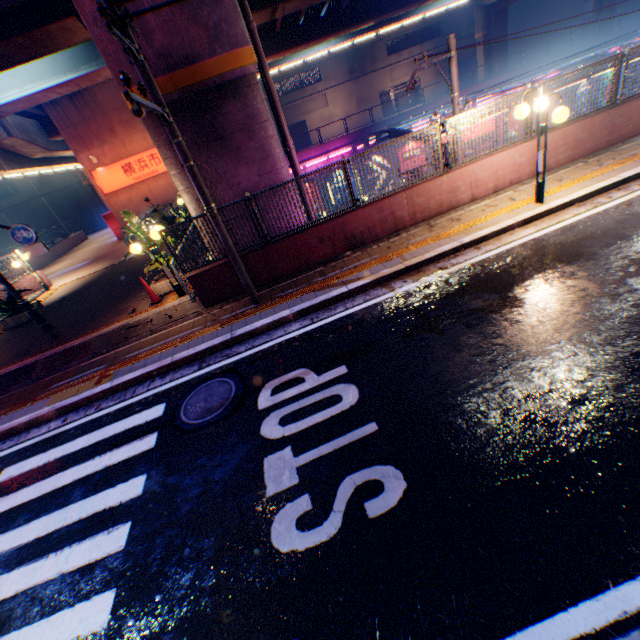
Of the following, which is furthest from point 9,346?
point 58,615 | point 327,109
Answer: point 327,109

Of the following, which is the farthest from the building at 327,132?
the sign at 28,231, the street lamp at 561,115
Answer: the street lamp at 561,115

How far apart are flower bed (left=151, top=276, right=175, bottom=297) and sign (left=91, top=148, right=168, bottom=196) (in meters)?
15.85

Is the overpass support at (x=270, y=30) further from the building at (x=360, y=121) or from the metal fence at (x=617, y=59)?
the building at (x=360, y=121)

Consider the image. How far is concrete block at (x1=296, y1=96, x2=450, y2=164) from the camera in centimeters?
2838cm

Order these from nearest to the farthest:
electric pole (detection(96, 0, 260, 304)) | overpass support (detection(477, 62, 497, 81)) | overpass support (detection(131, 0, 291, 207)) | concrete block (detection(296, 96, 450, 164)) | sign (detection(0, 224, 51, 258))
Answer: electric pole (detection(96, 0, 260, 304)) → overpass support (detection(131, 0, 291, 207)) → sign (detection(0, 224, 51, 258)) → concrete block (detection(296, 96, 450, 164)) → overpass support (detection(477, 62, 497, 81))

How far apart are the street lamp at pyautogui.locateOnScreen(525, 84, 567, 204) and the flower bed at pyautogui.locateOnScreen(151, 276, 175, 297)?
9.48m

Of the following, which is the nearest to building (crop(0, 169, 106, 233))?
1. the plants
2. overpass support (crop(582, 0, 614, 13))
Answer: the plants
